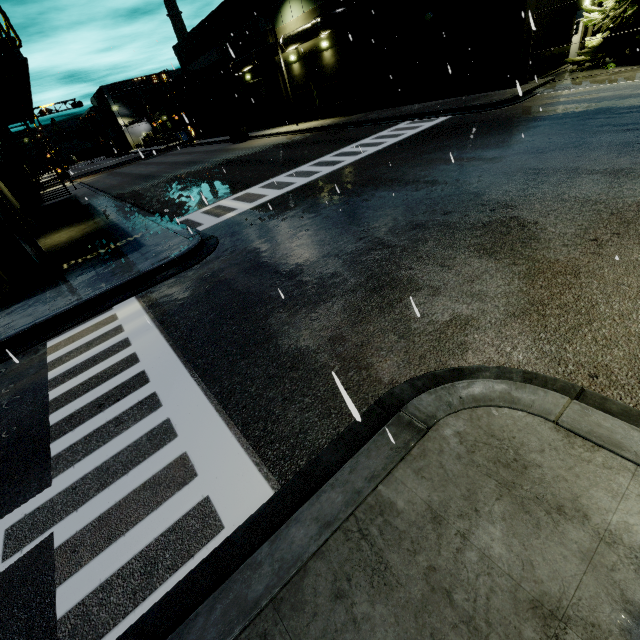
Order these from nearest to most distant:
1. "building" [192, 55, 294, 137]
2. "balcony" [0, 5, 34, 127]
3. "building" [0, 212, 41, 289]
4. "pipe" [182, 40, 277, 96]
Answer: "balcony" [0, 5, 34, 127]
"building" [0, 212, 41, 289]
"pipe" [182, 40, 277, 96]
"building" [192, 55, 294, 137]

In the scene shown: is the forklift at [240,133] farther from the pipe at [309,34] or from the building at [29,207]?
the building at [29,207]

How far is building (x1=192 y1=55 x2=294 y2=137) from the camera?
31.3 meters

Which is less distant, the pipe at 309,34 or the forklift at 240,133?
the pipe at 309,34

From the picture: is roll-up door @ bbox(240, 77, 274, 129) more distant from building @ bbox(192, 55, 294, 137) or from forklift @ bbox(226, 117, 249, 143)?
forklift @ bbox(226, 117, 249, 143)

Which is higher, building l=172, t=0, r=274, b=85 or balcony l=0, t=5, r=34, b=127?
building l=172, t=0, r=274, b=85

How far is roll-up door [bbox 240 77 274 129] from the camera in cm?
3434

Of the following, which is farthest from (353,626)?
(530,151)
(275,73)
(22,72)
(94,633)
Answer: (275,73)
